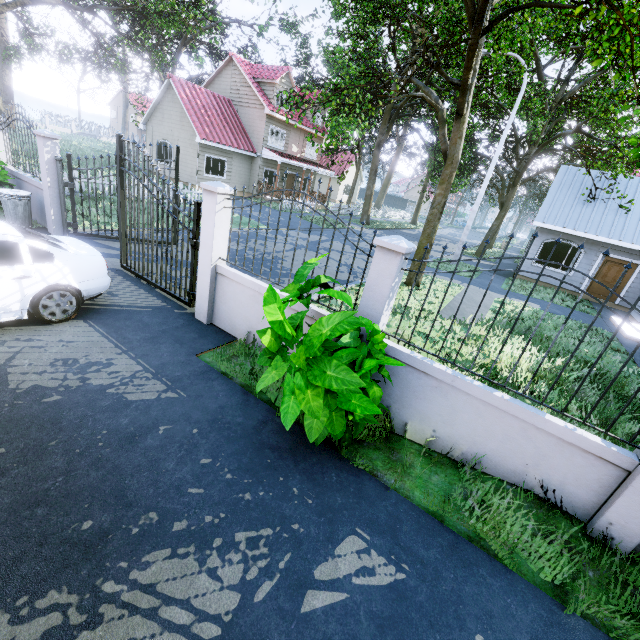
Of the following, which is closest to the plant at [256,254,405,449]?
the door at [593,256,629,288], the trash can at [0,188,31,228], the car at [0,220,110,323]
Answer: the car at [0,220,110,323]

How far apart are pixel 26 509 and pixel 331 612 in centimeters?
270cm

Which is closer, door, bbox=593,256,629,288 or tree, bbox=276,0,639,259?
tree, bbox=276,0,639,259

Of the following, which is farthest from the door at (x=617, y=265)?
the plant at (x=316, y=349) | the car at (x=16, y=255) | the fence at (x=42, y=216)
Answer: the car at (x=16, y=255)

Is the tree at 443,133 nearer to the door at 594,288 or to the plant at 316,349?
the door at 594,288

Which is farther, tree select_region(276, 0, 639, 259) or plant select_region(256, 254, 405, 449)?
tree select_region(276, 0, 639, 259)

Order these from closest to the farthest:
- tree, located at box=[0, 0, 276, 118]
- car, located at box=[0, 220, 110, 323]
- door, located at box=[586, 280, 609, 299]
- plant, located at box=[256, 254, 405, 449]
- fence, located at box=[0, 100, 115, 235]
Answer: plant, located at box=[256, 254, 405, 449], car, located at box=[0, 220, 110, 323], fence, located at box=[0, 100, 115, 235], tree, located at box=[0, 0, 276, 118], door, located at box=[586, 280, 609, 299]

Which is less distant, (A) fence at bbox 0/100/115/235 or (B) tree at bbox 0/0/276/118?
(A) fence at bbox 0/100/115/235
